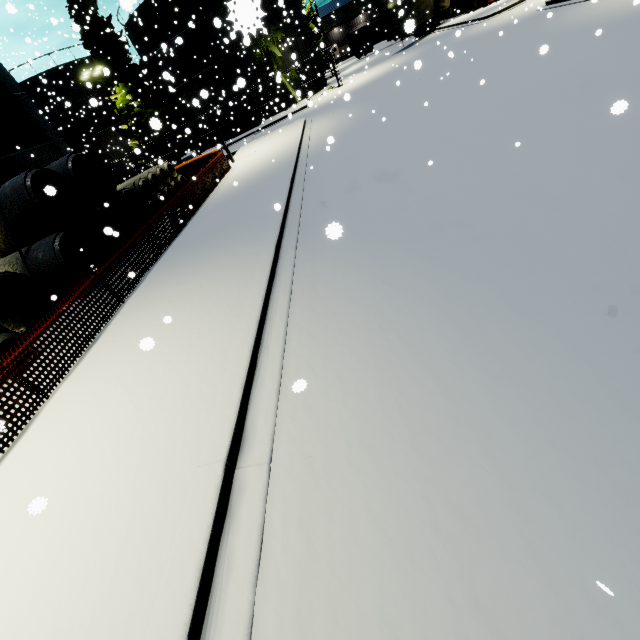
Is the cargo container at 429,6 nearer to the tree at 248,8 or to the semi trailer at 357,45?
the semi trailer at 357,45

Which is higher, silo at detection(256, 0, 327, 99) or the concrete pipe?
silo at detection(256, 0, 327, 99)

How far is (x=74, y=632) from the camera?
2.7m

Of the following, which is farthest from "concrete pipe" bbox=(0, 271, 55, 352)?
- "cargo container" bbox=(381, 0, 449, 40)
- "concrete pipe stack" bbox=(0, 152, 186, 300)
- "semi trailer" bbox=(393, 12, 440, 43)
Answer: "cargo container" bbox=(381, 0, 449, 40)

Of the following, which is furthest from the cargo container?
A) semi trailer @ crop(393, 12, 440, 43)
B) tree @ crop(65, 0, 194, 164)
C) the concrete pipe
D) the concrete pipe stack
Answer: the concrete pipe

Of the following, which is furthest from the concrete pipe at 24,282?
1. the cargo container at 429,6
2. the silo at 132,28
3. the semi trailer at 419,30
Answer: the cargo container at 429,6

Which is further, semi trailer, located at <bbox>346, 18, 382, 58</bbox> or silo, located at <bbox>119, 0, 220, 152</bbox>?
semi trailer, located at <bbox>346, 18, 382, 58</bbox>

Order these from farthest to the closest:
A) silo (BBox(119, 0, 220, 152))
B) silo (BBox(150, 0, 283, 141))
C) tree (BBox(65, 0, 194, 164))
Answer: tree (BBox(65, 0, 194, 164))
silo (BBox(119, 0, 220, 152))
silo (BBox(150, 0, 283, 141))
